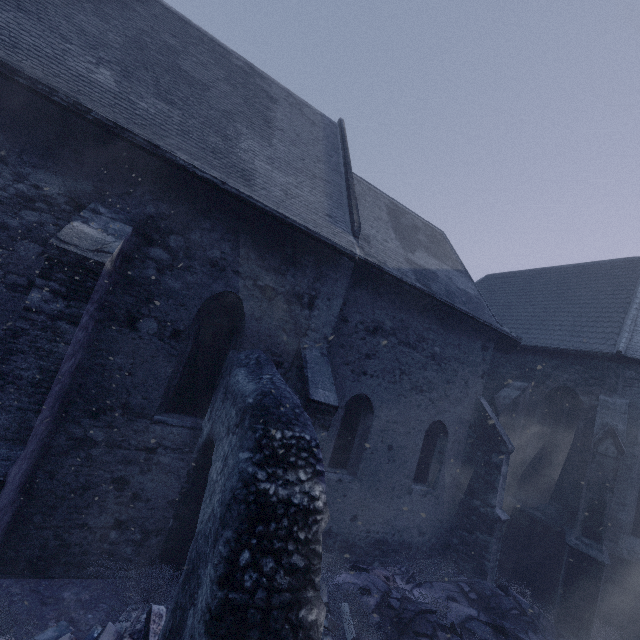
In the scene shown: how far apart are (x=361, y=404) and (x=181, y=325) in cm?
488

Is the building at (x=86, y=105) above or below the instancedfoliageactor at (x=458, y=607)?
above

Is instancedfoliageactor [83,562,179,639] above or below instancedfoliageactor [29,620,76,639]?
above

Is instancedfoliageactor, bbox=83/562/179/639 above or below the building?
below

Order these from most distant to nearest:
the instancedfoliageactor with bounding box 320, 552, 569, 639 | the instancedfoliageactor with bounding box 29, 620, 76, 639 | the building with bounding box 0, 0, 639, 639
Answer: the instancedfoliageactor with bounding box 320, 552, 569, 639 < the building with bounding box 0, 0, 639, 639 < the instancedfoliageactor with bounding box 29, 620, 76, 639

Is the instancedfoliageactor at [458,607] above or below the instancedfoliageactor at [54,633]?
above
